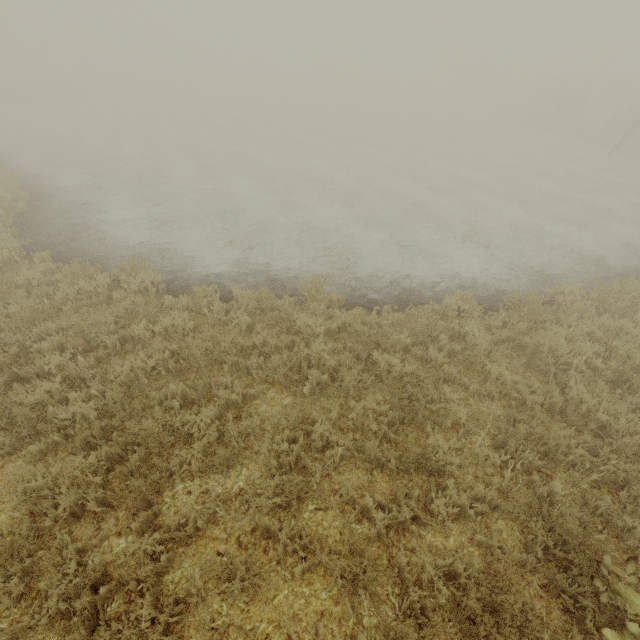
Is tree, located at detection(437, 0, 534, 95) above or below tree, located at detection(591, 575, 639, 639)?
above

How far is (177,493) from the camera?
3.9m

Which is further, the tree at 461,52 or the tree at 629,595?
the tree at 461,52

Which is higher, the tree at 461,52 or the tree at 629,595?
the tree at 461,52

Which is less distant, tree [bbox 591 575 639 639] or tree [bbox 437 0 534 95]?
tree [bbox 591 575 639 639]
